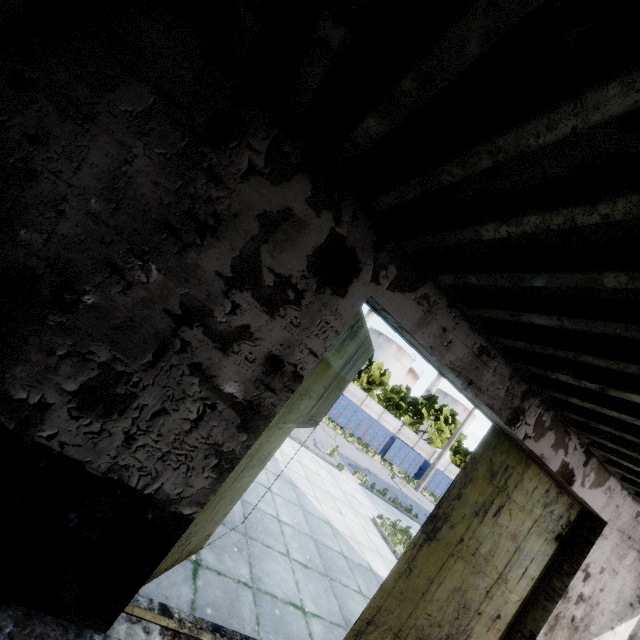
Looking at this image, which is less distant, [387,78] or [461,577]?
[387,78]

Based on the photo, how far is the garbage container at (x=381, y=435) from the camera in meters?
26.0 m

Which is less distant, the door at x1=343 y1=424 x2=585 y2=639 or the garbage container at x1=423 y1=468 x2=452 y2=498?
the door at x1=343 y1=424 x2=585 y2=639

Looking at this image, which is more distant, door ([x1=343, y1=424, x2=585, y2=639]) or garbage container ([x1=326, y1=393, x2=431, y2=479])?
garbage container ([x1=326, y1=393, x2=431, y2=479])

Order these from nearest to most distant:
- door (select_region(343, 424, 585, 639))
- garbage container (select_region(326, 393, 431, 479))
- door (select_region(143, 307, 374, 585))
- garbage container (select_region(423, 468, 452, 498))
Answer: door (select_region(143, 307, 374, 585)) < door (select_region(343, 424, 585, 639)) < garbage container (select_region(326, 393, 431, 479)) < garbage container (select_region(423, 468, 452, 498))

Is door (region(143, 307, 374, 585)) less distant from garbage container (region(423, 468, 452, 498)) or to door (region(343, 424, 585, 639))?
door (region(343, 424, 585, 639))

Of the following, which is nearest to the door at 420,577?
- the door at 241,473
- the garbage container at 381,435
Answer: the door at 241,473

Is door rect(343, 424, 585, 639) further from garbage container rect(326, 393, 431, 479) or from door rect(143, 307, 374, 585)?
garbage container rect(326, 393, 431, 479)
